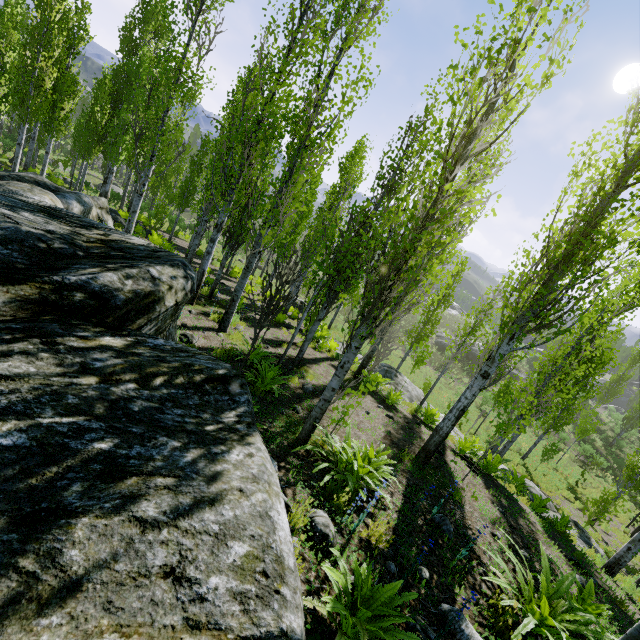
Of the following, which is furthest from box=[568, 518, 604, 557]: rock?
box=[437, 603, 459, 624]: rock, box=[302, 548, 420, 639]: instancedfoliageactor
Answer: box=[302, 548, 420, 639]: instancedfoliageactor

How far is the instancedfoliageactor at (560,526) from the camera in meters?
7.9 m

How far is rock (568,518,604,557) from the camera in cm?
1083

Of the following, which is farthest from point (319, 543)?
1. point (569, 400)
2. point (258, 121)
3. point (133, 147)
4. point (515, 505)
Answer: point (133, 147)

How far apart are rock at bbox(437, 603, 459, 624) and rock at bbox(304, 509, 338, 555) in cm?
84

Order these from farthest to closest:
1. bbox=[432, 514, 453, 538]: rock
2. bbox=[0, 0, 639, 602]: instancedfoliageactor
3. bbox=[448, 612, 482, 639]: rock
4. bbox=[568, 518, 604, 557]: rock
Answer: bbox=[568, 518, 604, 557]: rock → bbox=[432, 514, 453, 538]: rock → bbox=[0, 0, 639, 602]: instancedfoliageactor → bbox=[448, 612, 482, 639]: rock

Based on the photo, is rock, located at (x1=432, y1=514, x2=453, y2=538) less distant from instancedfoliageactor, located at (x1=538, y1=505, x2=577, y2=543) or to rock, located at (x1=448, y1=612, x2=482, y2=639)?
instancedfoliageactor, located at (x1=538, y1=505, x2=577, y2=543)

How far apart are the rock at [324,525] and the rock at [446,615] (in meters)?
0.84
